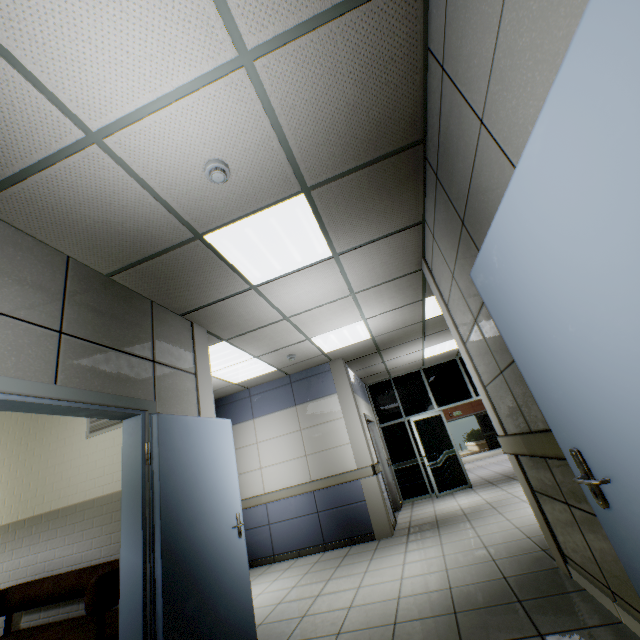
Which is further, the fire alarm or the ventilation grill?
the ventilation grill

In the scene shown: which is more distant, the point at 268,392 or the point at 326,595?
the point at 268,392

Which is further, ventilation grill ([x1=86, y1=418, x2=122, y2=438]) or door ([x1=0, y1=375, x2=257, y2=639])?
ventilation grill ([x1=86, y1=418, x2=122, y2=438])

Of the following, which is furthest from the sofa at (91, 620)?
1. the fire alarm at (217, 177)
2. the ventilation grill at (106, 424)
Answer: the fire alarm at (217, 177)

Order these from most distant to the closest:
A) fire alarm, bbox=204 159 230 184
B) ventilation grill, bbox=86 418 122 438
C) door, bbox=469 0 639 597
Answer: ventilation grill, bbox=86 418 122 438
fire alarm, bbox=204 159 230 184
door, bbox=469 0 639 597

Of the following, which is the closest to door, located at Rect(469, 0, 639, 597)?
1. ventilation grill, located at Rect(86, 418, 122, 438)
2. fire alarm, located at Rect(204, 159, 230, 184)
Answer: fire alarm, located at Rect(204, 159, 230, 184)

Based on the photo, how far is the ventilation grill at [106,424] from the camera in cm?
389

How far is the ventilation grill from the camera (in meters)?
3.89
